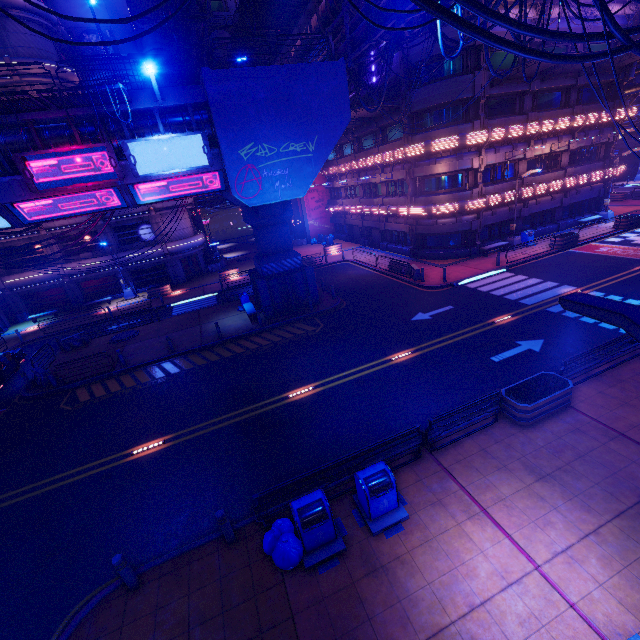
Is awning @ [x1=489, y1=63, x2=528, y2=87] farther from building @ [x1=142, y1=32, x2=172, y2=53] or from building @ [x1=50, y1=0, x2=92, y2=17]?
building @ [x1=50, y1=0, x2=92, y2=17]

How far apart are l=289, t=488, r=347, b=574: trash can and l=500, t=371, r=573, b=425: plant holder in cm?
616

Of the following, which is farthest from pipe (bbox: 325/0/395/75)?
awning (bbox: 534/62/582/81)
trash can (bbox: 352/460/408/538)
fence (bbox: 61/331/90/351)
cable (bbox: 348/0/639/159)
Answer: fence (bbox: 61/331/90/351)

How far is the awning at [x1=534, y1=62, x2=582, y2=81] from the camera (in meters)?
22.17

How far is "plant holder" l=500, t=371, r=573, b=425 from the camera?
9.74m

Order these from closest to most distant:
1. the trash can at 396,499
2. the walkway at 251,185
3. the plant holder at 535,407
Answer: the trash can at 396,499 < the plant holder at 535,407 < the walkway at 251,185

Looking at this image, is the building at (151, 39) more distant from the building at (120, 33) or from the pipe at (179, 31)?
the building at (120, 33)

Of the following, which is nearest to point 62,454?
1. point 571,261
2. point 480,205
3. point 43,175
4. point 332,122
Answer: point 43,175
